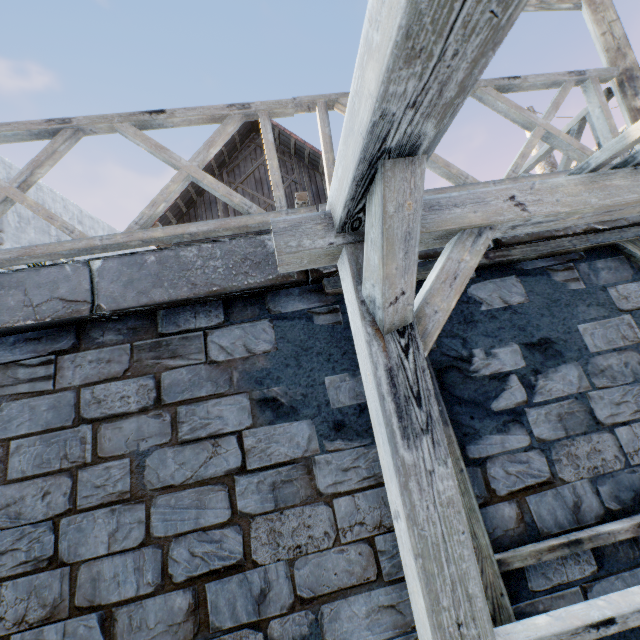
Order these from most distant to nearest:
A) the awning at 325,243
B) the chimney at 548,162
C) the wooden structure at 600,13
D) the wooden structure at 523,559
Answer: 1. the chimney at 548,162
2. the wooden structure at 600,13
3. the wooden structure at 523,559
4. the awning at 325,243

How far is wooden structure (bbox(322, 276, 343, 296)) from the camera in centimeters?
235cm

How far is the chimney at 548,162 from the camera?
18.7m

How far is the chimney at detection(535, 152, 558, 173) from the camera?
18.7m

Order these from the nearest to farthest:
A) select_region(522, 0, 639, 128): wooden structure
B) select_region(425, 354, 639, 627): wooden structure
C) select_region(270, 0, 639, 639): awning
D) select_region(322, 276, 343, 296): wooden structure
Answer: select_region(270, 0, 639, 639): awning < select_region(425, 354, 639, 627): wooden structure < select_region(322, 276, 343, 296): wooden structure < select_region(522, 0, 639, 128): wooden structure

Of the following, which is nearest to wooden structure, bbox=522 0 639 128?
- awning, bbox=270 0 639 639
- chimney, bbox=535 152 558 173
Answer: awning, bbox=270 0 639 639

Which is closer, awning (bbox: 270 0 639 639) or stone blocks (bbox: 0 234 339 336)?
awning (bbox: 270 0 639 639)

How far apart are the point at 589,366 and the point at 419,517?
1.9 meters
